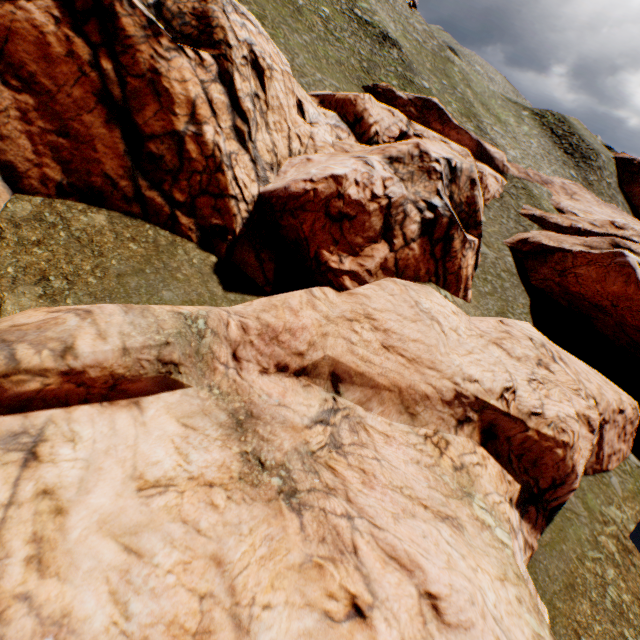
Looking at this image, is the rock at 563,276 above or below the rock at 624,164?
below

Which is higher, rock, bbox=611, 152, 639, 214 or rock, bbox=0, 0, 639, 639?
rock, bbox=611, 152, 639, 214

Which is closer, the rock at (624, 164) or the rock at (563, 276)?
the rock at (563, 276)

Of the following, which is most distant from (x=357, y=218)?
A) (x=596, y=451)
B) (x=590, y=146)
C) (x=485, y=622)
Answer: (x=590, y=146)

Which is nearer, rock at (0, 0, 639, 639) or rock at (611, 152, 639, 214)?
rock at (0, 0, 639, 639)
